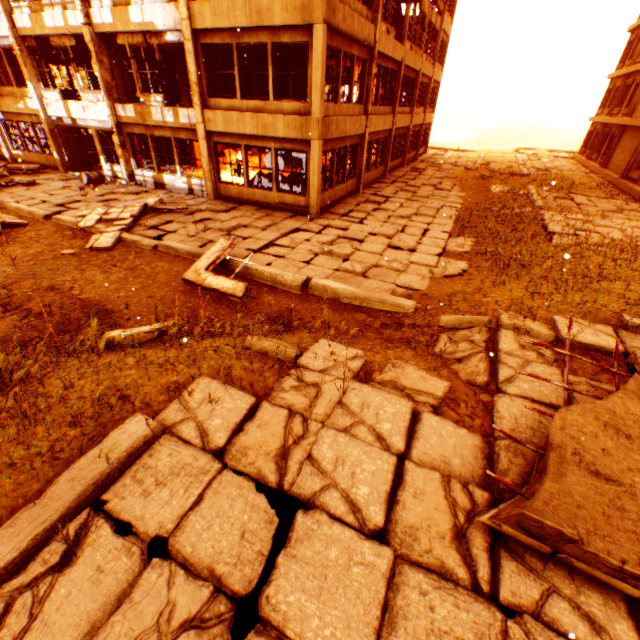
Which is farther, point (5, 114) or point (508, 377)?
point (5, 114)

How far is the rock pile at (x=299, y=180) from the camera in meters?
14.0 m

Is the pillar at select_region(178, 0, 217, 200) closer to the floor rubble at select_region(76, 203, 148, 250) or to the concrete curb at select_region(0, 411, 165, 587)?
the floor rubble at select_region(76, 203, 148, 250)

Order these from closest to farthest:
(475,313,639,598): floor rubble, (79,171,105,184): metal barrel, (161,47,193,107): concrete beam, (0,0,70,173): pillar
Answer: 1. (475,313,639,598): floor rubble
2. (0,0,70,173): pillar
3. (79,171,105,184): metal barrel
4. (161,47,193,107): concrete beam

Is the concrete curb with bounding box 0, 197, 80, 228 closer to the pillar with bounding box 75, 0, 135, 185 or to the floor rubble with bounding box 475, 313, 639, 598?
the pillar with bounding box 75, 0, 135, 185

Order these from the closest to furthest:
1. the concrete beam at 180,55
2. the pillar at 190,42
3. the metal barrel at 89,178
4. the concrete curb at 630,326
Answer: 1. the concrete curb at 630,326
2. the pillar at 190,42
3. the metal barrel at 89,178
4. the concrete beam at 180,55

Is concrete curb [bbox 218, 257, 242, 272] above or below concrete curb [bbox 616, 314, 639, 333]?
below

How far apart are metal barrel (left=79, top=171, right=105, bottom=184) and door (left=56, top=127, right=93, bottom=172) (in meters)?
0.02
